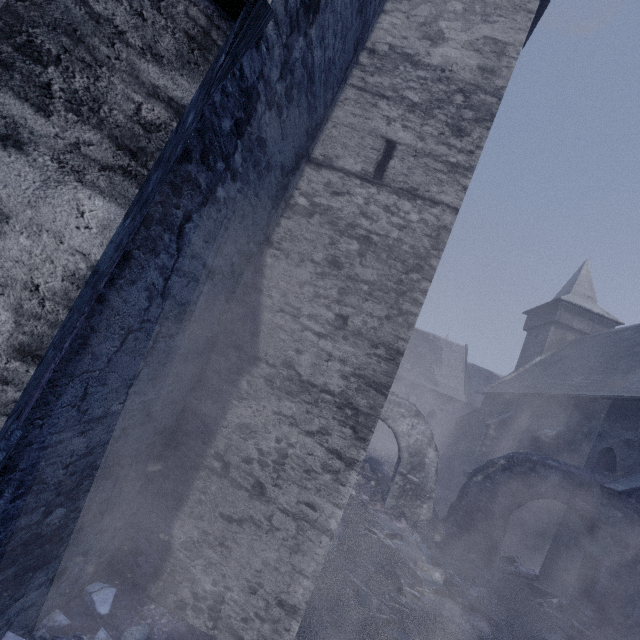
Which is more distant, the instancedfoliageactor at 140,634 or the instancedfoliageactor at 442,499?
the instancedfoliageactor at 442,499

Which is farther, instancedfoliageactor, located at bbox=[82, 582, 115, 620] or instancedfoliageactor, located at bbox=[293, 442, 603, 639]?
instancedfoliageactor, located at bbox=[293, 442, 603, 639]

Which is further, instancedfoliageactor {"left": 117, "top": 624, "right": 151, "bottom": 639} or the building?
instancedfoliageactor {"left": 117, "top": 624, "right": 151, "bottom": 639}

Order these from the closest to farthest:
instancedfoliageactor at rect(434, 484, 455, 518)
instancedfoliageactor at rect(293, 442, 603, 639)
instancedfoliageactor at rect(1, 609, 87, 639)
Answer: instancedfoliageactor at rect(1, 609, 87, 639), instancedfoliageactor at rect(293, 442, 603, 639), instancedfoliageactor at rect(434, 484, 455, 518)

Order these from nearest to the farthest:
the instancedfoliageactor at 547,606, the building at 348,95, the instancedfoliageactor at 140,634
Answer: the building at 348,95, the instancedfoliageactor at 140,634, the instancedfoliageactor at 547,606

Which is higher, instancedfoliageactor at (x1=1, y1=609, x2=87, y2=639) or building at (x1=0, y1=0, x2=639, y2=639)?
building at (x1=0, y1=0, x2=639, y2=639)

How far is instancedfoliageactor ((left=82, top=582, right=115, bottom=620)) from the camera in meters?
3.5 m

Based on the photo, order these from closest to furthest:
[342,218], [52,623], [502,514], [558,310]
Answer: [52,623]
[342,218]
[502,514]
[558,310]
